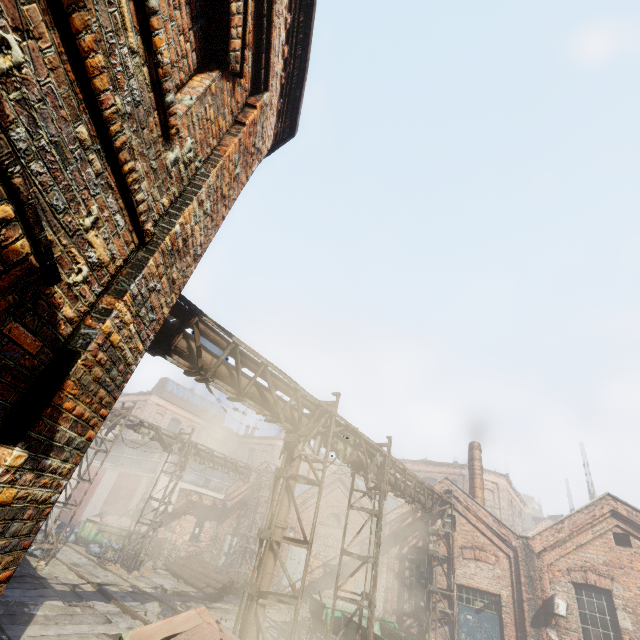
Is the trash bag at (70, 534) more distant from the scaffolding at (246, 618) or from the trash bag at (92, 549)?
the scaffolding at (246, 618)

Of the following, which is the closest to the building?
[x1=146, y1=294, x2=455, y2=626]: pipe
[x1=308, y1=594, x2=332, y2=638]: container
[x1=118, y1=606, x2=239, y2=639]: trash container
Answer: [x1=146, y1=294, x2=455, y2=626]: pipe

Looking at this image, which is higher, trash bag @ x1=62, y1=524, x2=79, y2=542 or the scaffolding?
the scaffolding

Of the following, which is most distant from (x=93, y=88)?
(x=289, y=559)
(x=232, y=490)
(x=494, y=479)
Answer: (x=494, y=479)

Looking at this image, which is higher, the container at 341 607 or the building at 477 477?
the building at 477 477

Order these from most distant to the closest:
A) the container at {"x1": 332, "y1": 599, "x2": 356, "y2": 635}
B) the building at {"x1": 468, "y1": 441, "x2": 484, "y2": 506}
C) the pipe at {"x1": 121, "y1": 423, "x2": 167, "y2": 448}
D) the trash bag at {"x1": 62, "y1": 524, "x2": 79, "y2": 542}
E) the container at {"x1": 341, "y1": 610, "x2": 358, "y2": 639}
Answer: the trash bag at {"x1": 62, "y1": 524, "x2": 79, "y2": 542}, the building at {"x1": 468, "y1": 441, "x2": 484, "y2": 506}, the pipe at {"x1": 121, "y1": 423, "x2": 167, "y2": 448}, the container at {"x1": 332, "y1": 599, "x2": 356, "y2": 635}, the container at {"x1": 341, "y1": 610, "x2": 358, "y2": 639}

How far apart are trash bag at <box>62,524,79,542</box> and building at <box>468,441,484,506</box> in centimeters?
2364cm

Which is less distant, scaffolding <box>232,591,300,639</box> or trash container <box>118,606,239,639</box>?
trash container <box>118,606,239,639</box>
